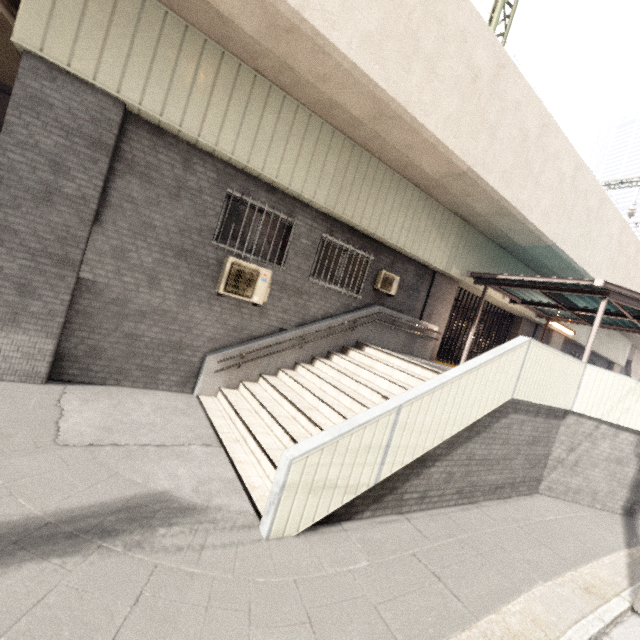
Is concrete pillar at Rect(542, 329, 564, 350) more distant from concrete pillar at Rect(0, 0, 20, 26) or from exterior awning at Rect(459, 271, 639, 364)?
concrete pillar at Rect(0, 0, 20, 26)

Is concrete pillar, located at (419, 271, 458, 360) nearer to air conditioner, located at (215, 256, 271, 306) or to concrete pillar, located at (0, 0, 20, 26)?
air conditioner, located at (215, 256, 271, 306)

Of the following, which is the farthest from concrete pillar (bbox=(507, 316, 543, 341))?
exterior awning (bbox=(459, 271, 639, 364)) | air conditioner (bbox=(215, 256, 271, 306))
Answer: air conditioner (bbox=(215, 256, 271, 306))

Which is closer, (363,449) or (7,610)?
(7,610)

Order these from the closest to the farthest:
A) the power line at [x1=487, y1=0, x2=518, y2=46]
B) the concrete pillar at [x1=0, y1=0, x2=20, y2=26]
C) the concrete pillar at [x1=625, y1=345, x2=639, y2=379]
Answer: the concrete pillar at [x1=0, y1=0, x2=20, y2=26]
the power line at [x1=487, y1=0, x2=518, y2=46]
the concrete pillar at [x1=625, y1=345, x2=639, y2=379]

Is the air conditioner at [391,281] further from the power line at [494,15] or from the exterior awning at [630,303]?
the power line at [494,15]

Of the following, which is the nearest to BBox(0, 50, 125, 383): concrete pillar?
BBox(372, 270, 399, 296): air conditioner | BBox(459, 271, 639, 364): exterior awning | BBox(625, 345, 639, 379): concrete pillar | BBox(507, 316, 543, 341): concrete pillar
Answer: BBox(372, 270, 399, 296): air conditioner

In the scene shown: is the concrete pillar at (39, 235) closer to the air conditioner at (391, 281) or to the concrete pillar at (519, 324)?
the air conditioner at (391, 281)
